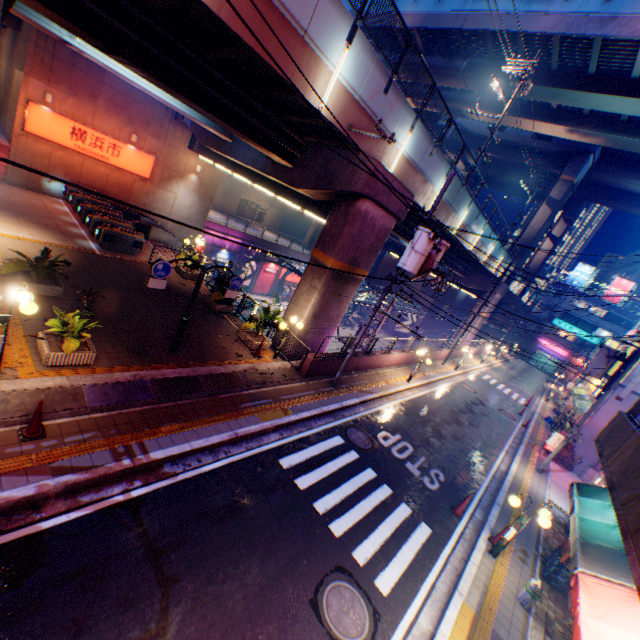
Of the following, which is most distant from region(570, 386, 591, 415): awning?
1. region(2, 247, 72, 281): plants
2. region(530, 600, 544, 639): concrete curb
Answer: region(2, 247, 72, 281): plants

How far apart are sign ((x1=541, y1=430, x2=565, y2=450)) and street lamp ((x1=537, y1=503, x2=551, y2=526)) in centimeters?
1223cm

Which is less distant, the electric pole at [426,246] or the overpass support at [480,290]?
the electric pole at [426,246]

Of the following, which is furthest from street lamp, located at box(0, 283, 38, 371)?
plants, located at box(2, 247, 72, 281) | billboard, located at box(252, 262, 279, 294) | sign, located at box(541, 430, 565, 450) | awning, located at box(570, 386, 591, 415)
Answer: billboard, located at box(252, 262, 279, 294)

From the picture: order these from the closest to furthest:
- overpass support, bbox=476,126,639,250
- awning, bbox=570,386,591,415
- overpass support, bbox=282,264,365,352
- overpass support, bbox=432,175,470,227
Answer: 1. overpass support, bbox=282,264,365,352
2. overpass support, bbox=432,175,470,227
3. awning, bbox=570,386,591,415
4. overpass support, bbox=476,126,639,250

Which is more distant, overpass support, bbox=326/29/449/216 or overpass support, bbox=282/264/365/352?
overpass support, bbox=282/264/365/352

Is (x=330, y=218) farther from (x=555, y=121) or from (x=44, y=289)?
(x=555, y=121)

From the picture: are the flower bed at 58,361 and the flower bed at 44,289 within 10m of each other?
yes
